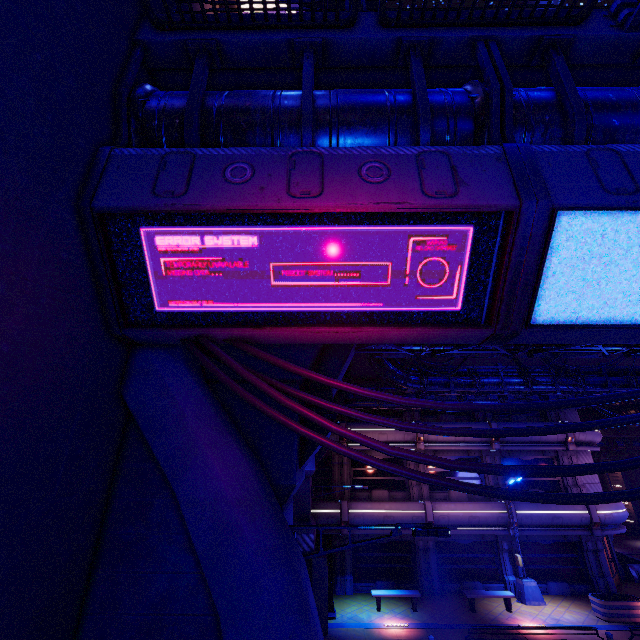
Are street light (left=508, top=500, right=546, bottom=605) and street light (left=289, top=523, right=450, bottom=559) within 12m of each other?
no

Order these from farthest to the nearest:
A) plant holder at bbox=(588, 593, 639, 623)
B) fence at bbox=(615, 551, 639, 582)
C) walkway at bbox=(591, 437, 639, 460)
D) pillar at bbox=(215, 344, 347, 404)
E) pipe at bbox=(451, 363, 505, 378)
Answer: walkway at bbox=(591, 437, 639, 460)
fence at bbox=(615, 551, 639, 582)
pipe at bbox=(451, 363, 505, 378)
plant holder at bbox=(588, 593, 639, 623)
pillar at bbox=(215, 344, 347, 404)

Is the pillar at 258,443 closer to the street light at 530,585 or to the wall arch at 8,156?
the wall arch at 8,156

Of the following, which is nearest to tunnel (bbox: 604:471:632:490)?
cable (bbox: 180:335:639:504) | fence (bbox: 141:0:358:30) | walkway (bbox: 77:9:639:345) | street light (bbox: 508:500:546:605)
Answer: walkway (bbox: 77:9:639:345)

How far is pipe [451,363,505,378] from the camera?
15.7 meters

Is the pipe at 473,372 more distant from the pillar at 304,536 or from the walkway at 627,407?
the pillar at 304,536

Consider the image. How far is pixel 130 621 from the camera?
3.5 meters

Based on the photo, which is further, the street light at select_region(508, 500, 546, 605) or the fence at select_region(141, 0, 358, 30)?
the street light at select_region(508, 500, 546, 605)
